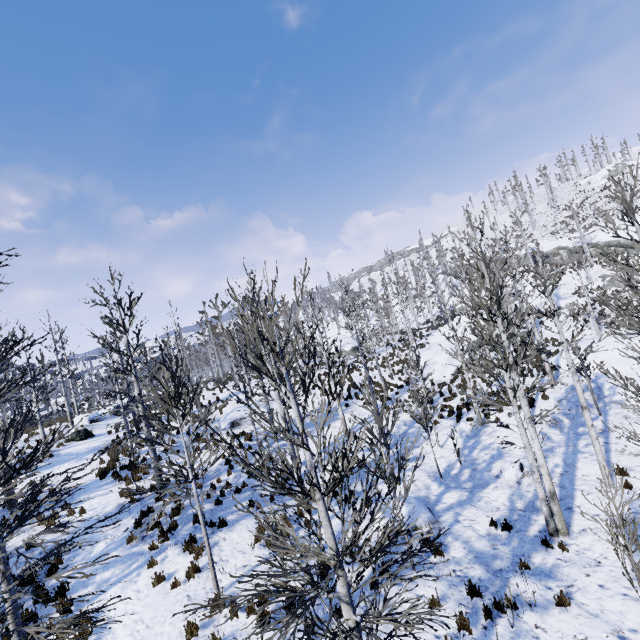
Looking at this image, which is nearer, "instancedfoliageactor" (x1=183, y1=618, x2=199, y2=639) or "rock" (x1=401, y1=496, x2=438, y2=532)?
"instancedfoliageactor" (x1=183, y1=618, x2=199, y2=639)

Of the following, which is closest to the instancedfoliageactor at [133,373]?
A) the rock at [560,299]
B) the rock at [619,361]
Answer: the rock at [619,361]

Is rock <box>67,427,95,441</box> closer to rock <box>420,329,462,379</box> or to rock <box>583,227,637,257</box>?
rock <box>420,329,462,379</box>

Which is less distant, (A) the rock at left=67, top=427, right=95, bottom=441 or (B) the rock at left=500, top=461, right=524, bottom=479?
(B) the rock at left=500, top=461, right=524, bottom=479

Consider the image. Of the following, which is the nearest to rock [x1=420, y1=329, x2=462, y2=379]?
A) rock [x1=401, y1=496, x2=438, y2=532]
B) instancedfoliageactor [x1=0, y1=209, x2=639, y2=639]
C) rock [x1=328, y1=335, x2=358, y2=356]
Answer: instancedfoliageactor [x1=0, y1=209, x2=639, y2=639]

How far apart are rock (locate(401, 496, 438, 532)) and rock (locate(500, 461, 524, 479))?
3.4 meters

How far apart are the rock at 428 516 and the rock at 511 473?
3.4 meters

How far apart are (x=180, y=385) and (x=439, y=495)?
10.0m
